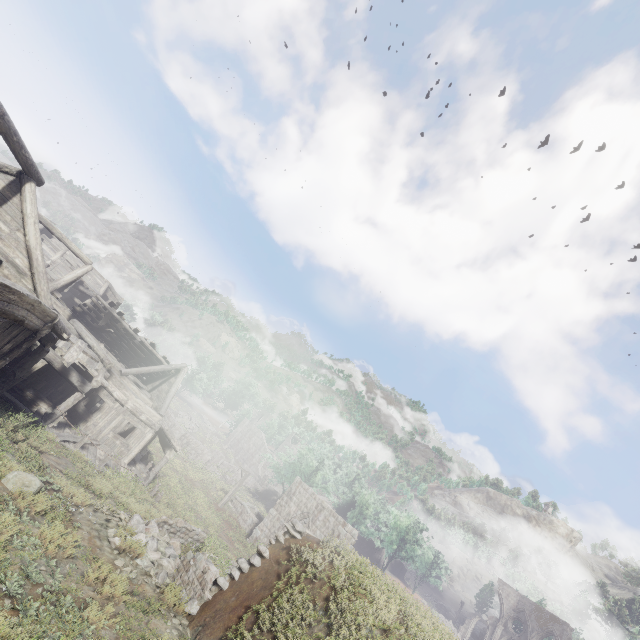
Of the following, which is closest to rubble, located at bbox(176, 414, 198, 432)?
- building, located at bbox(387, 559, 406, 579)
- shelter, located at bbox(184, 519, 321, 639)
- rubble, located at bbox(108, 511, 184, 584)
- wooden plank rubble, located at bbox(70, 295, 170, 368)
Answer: wooden plank rubble, located at bbox(70, 295, 170, 368)

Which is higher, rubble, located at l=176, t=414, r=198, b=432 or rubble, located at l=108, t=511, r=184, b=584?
rubble, located at l=108, t=511, r=184, b=584

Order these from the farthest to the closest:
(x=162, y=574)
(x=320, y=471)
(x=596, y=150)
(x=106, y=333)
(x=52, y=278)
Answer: (x=596, y=150), (x=320, y=471), (x=52, y=278), (x=106, y=333), (x=162, y=574)

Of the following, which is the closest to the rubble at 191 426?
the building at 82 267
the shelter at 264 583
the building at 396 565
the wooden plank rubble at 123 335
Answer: the building at 82 267

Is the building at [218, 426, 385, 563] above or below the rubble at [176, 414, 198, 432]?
above

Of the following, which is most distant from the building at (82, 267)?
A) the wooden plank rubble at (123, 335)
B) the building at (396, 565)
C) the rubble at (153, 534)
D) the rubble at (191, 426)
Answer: the building at (396, 565)

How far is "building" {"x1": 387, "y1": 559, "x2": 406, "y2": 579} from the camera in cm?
5616

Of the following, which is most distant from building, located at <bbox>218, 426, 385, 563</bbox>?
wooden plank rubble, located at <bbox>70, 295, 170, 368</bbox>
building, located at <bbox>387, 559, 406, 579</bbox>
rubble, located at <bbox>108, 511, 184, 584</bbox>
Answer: building, located at <bbox>387, 559, 406, 579</bbox>
